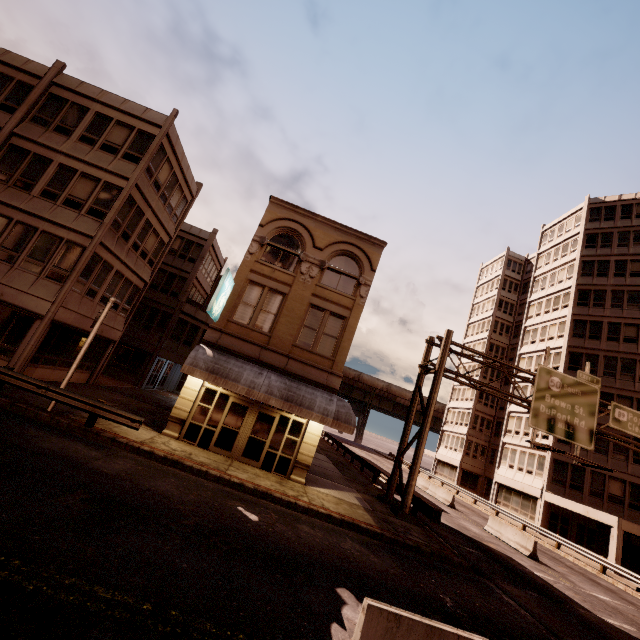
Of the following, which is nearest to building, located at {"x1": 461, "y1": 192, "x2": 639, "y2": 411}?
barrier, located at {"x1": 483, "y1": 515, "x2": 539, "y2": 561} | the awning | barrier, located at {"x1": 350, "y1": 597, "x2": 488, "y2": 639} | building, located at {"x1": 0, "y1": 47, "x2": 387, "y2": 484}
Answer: barrier, located at {"x1": 483, "y1": 515, "x2": 539, "y2": 561}

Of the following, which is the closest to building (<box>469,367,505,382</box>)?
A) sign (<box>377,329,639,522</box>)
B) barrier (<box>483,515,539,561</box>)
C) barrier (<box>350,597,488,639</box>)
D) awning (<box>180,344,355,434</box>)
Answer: sign (<box>377,329,639,522</box>)

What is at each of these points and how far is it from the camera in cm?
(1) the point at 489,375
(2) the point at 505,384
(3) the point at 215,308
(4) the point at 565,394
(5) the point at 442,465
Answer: (1) building, 4788
(2) building, 4694
(3) sign, 1496
(4) sign, 1883
(5) building, 4853

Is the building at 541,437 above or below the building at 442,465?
above

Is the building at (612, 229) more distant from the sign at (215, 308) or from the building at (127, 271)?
the sign at (215, 308)

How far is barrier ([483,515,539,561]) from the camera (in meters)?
18.31

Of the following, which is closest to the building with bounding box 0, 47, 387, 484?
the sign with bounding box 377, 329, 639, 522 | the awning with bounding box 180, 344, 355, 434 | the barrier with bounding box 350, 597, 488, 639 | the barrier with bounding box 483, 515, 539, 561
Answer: the awning with bounding box 180, 344, 355, 434

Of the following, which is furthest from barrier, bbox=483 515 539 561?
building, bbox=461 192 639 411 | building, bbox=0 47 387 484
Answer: building, bbox=0 47 387 484
